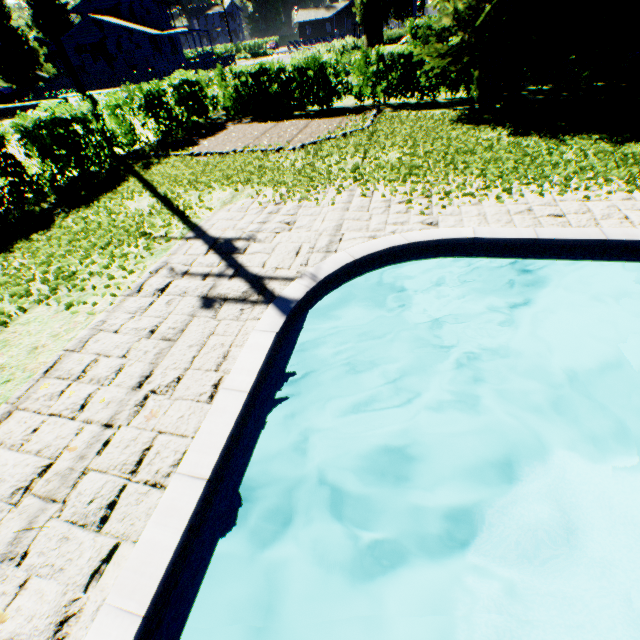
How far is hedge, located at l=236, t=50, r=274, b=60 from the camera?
57.2 meters

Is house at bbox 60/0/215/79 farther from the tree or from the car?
the tree

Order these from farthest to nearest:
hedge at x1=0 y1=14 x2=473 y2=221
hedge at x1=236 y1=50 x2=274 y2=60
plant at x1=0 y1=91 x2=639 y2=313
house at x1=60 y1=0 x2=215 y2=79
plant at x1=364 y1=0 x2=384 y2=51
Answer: hedge at x1=236 y1=50 x2=274 y2=60
house at x1=60 y1=0 x2=215 y2=79
plant at x1=364 y1=0 x2=384 y2=51
hedge at x1=0 y1=14 x2=473 y2=221
plant at x1=0 y1=91 x2=639 y2=313

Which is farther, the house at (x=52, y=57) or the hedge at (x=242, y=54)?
the hedge at (x=242, y=54)

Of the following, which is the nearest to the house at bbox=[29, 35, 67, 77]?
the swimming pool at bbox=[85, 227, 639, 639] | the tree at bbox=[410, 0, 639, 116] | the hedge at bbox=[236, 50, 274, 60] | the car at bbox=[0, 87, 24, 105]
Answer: the hedge at bbox=[236, 50, 274, 60]

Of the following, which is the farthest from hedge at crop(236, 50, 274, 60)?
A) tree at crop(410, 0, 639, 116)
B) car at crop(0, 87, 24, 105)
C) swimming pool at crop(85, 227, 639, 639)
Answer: swimming pool at crop(85, 227, 639, 639)

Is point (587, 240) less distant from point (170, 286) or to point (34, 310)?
point (170, 286)

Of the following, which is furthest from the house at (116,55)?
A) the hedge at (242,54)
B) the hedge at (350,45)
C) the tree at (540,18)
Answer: the tree at (540,18)
